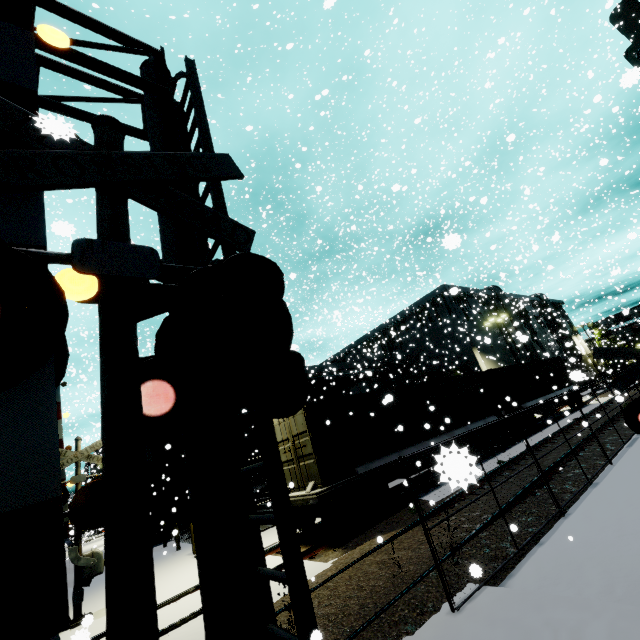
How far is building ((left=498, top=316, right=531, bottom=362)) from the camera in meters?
38.1 m

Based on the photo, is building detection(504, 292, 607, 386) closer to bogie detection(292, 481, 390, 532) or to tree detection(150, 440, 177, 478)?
tree detection(150, 440, 177, 478)

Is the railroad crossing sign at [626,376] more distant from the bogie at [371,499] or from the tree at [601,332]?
the tree at [601,332]

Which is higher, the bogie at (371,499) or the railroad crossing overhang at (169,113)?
the railroad crossing overhang at (169,113)

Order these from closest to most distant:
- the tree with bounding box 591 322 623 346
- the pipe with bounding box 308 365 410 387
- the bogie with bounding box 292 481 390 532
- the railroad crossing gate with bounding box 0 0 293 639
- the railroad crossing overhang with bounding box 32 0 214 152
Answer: the railroad crossing gate with bounding box 0 0 293 639 → the railroad crossing overhang with bounding box 32 0 214 152 → the bogie with bounding box 292 481 390 532 → the pipe with bounding box 308 365 410 387 → the tree with bounding box 591 322 623 346

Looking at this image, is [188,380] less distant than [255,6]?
Yes

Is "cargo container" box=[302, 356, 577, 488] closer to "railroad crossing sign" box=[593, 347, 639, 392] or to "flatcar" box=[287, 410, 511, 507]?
"flatcar" box=[287, 410, 511, 507]

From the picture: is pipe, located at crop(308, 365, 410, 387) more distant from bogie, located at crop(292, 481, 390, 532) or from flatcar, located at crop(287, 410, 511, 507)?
bogie, located at crop(292, 481, 390, 532)
